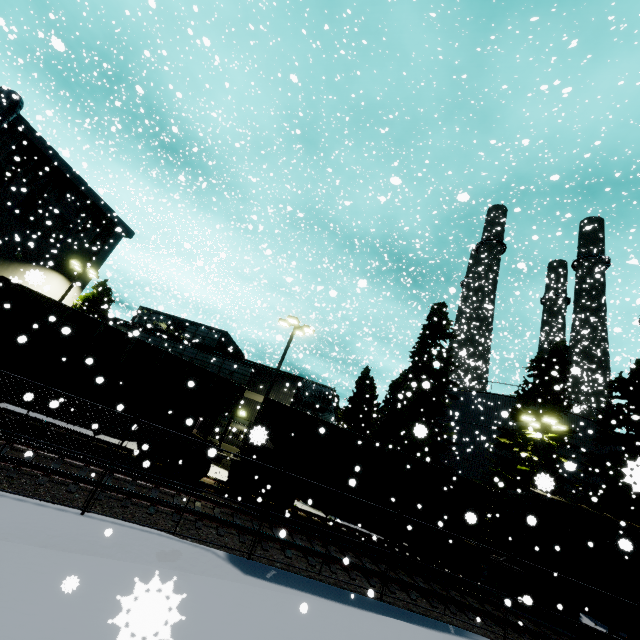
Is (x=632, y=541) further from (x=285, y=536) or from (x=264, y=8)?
(x=264, y=8)

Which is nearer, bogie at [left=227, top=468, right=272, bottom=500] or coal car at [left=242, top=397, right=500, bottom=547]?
bogie at [left=227, top=468, right=272, bottom=500]

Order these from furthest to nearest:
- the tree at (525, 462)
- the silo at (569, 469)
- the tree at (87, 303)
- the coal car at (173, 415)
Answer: the tree at (87, 303) → the silo at (569, 469) → the tree at (525, 462) → the coal car at (173, 415)

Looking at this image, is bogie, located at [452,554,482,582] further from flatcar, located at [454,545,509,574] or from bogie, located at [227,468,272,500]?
bogie, located at [227,468,272,500]

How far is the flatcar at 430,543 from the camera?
14.3m

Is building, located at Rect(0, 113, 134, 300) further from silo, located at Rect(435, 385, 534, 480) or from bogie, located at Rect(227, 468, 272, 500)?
bogie, located at Rect(227, 468, 272, 500)

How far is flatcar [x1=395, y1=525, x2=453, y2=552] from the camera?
14.3 meters

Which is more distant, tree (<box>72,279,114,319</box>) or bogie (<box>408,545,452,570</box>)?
tree (<box>72,279,114,319</box>)
